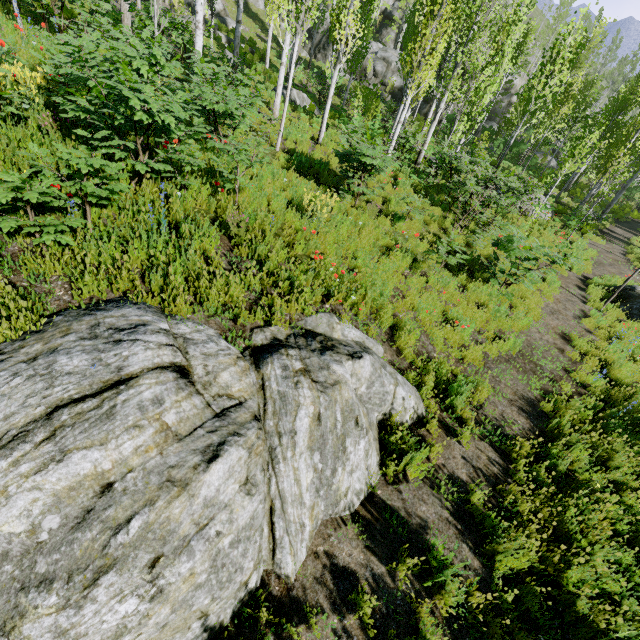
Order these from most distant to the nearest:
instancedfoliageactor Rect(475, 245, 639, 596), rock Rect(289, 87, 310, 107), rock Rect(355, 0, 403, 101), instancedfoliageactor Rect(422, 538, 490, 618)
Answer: rock Rect(355, 0, 403, 101) < rock Rect(289, 87, 310, 107) < instancedfoliageactor Rect(475, 245, 639, 596) < instancedfoliageactor Rect(422, 538, 490, 618)

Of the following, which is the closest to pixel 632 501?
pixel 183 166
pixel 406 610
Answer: pixel 406 610

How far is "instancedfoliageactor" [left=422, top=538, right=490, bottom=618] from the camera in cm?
304

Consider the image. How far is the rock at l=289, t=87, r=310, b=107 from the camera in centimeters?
1688cm

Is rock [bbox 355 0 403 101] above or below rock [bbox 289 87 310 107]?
A: above

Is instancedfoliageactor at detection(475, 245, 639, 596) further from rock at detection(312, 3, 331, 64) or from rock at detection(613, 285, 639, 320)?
rock at detection(613, 285, 639, 320)

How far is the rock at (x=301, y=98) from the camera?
16.9m

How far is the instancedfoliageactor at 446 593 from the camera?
3.0m
